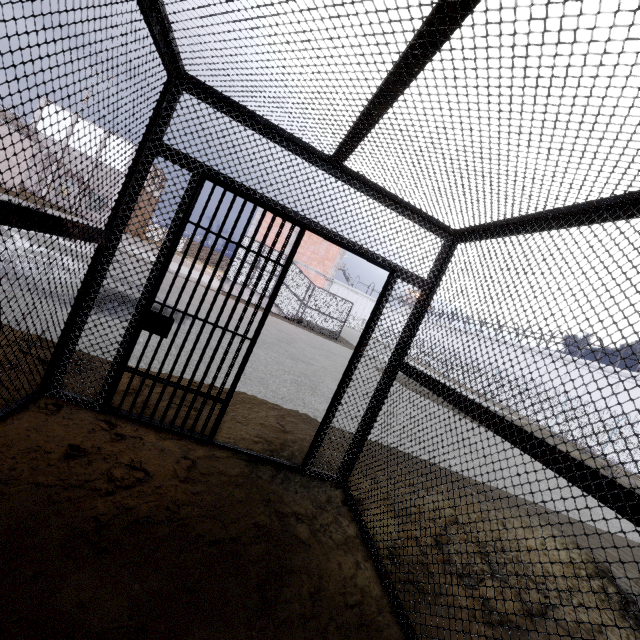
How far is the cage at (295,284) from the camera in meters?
21.2 m

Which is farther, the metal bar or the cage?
the cage

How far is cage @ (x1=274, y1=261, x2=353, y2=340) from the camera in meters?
21.2

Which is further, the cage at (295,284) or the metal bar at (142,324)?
the cage at (295,284)

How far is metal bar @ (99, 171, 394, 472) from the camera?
3.0 meters

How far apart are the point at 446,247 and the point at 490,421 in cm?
200
